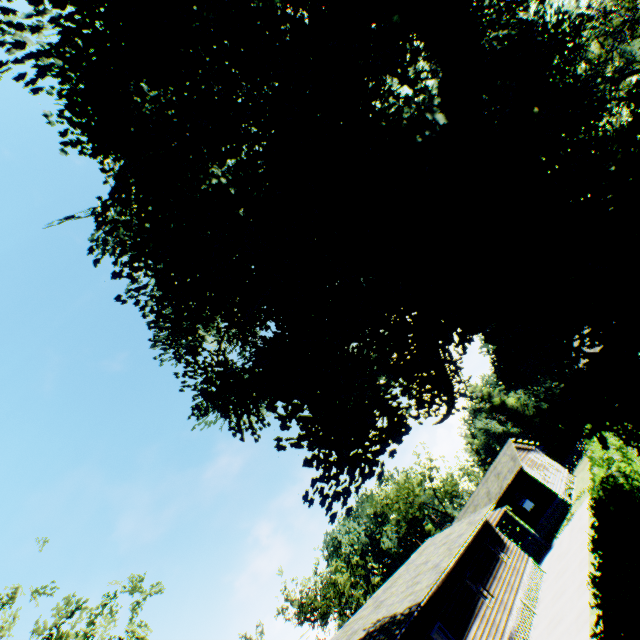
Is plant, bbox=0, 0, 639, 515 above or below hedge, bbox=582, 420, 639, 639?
above

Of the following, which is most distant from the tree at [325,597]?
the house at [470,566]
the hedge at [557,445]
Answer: the hedge at [557,445]

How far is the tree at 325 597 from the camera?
50.59m

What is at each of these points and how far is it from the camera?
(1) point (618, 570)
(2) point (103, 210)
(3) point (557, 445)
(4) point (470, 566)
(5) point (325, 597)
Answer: (1) hedge, 5.6 meters
(2) plant, 12.9 meters
(3) hedge, 54.3 meters
(4) house, 19.2 meters
(5) tree, 53.4 meters

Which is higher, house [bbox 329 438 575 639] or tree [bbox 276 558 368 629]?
tree [bbox 276 558 368 629]

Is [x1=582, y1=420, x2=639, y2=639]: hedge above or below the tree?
below

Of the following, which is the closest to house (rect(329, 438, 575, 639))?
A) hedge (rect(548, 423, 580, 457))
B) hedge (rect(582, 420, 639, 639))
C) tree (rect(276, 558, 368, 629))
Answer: hedge (rect(582, 420, 639, 639))

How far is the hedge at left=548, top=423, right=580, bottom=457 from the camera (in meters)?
53.31
